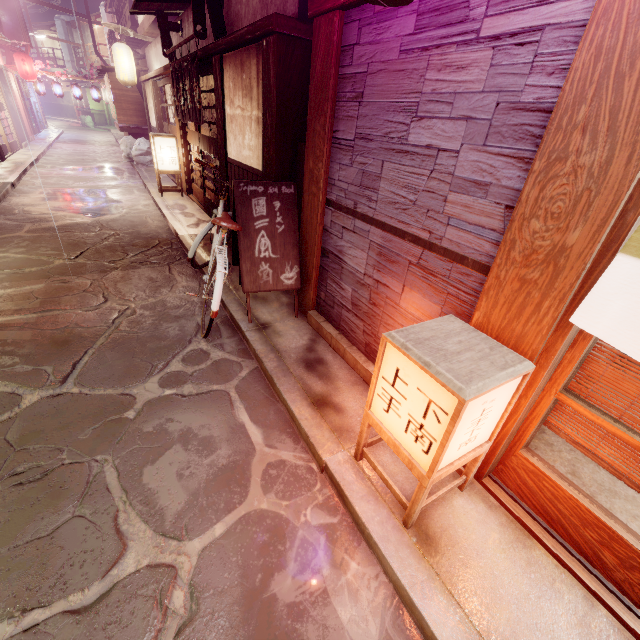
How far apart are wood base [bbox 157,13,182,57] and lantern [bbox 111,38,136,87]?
8.6 meters

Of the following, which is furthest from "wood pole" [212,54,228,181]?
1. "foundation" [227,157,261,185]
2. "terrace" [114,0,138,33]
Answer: "terrace" [114,0,138,33]

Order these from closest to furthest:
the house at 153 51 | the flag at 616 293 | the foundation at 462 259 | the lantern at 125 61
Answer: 1. the flag at 616 293
2. the foundation at 462 259
3. the house at 153 51
4. the lantern at 125 61

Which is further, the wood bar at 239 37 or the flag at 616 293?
the wood bar at 239 37

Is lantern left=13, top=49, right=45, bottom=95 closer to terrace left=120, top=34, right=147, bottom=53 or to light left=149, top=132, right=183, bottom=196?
terrace left=120, top=34, right=147, bottom=53

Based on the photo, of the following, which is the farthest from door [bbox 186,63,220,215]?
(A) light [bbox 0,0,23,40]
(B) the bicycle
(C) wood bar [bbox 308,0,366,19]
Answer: (A) light [bbox 0,0,23,40]

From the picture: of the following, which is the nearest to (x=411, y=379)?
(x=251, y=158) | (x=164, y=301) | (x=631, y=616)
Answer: (x=631, y=616)

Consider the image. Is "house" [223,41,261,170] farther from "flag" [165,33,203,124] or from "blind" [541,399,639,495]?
"blind" [541,399,639,495]
